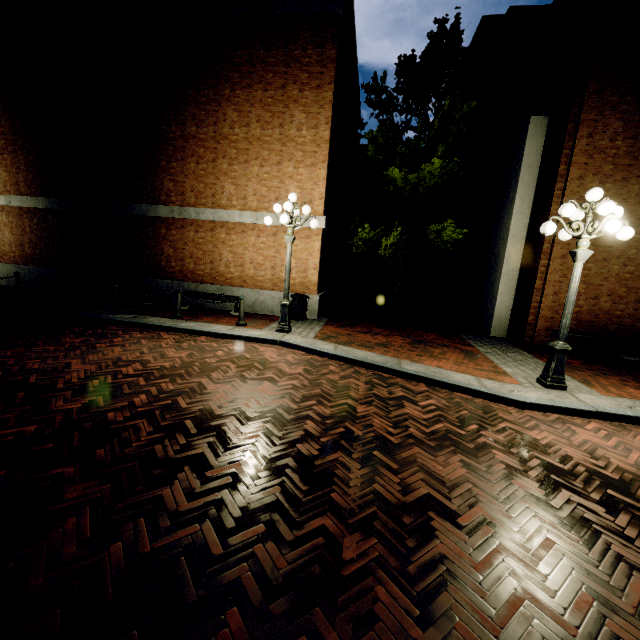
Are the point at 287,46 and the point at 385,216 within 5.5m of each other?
no

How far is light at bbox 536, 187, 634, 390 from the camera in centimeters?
529cm

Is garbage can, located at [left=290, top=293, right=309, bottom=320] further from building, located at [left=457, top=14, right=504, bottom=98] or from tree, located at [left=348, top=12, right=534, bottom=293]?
building, located at [left=457, top=14, right=504, bottom=98]

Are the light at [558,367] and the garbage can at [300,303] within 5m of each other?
no

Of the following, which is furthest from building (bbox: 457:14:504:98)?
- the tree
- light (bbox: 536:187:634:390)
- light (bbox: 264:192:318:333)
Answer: light (bbox: 264:192:318:333)

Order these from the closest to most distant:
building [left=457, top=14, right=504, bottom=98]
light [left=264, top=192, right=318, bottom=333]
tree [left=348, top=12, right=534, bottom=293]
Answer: light [left=264, top=192, right=318, bottom=333] → tree [left=348, top=12, right=534, bottom=293] → building [left=457, top=14, right=504, bottom=98]

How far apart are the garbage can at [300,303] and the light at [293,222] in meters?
1.6 m

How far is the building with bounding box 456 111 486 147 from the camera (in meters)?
15.66
